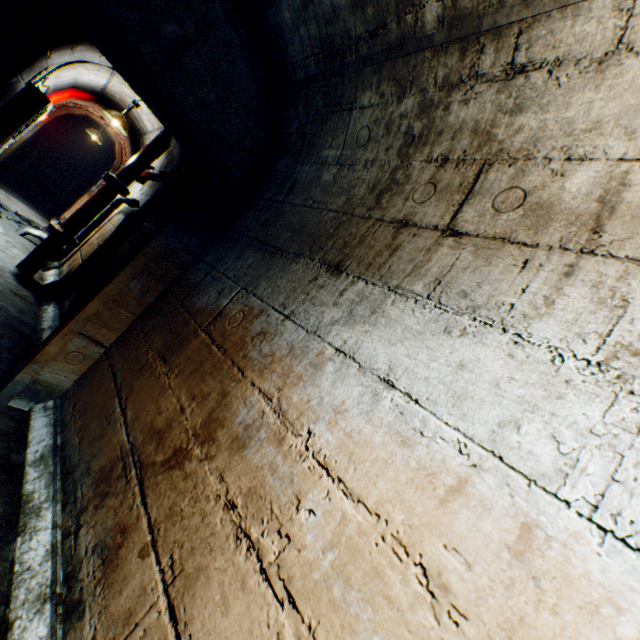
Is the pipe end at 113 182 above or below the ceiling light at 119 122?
below

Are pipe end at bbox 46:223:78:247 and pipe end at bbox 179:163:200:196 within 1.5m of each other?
no

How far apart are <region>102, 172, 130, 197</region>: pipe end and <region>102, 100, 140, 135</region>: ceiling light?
1.0 meters

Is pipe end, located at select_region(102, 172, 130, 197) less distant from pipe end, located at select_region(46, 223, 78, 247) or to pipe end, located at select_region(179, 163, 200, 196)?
pipe end, located at select_region(46, 223, 78, 247)

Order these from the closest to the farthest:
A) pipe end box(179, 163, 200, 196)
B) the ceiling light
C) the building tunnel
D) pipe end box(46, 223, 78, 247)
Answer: the building tunnel
pipe end box(179, 163, 200, 196)
pipe end box(46, 223, 78, 247)
the ceiling light

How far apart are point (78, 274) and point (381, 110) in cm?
439

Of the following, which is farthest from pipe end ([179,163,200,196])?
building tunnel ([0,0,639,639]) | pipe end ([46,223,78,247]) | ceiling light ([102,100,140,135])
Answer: ceiling light ([102,100,140,135])

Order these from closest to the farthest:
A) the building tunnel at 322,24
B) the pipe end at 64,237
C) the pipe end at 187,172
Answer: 1. the building tunnel at 322,24
2. the pipe end at 187,172
3. the pipe end at 64,237
